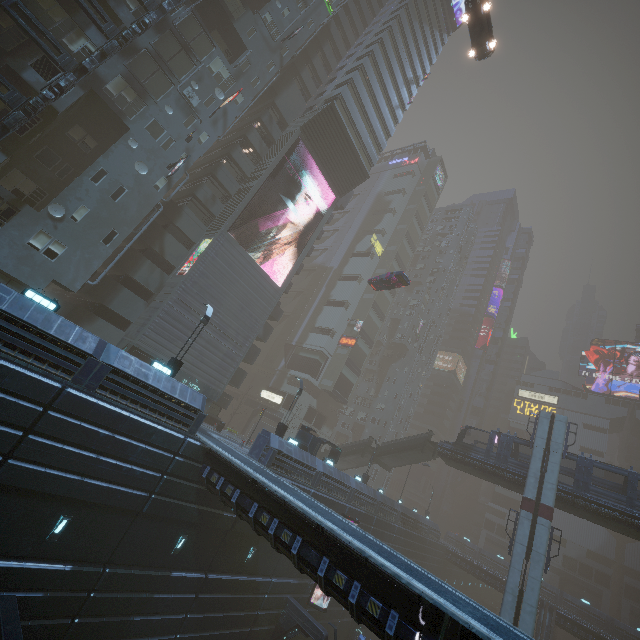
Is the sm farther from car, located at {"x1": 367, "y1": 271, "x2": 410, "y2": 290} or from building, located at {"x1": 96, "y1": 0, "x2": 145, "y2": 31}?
car, located at {"x1": 367, "y1": 271, "x2": 410, "y2": 290}

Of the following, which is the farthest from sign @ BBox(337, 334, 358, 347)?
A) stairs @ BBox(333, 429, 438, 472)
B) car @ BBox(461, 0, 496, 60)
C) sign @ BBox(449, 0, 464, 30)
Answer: sign @ BBox(449, 0, 464, 30)

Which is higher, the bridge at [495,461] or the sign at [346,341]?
the sign at [346,341]

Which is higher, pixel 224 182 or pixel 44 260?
pixel 224 182

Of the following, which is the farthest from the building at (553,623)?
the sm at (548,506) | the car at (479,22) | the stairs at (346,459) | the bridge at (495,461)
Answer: the bridge at (495,461)

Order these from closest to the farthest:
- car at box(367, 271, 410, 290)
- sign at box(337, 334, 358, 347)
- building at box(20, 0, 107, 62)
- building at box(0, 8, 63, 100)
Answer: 1. building at box(0, 8, 63, 100)
2. building at box(20, 0, 107, 62)
3. car at box(367, 271, 410, 290)
4. sign at box(337, 334, 358, 347)

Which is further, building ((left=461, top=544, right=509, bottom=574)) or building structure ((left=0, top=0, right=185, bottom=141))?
building ((left=461, top=544, right=509, bottom=574))

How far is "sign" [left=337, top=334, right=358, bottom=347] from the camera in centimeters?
5438cm
